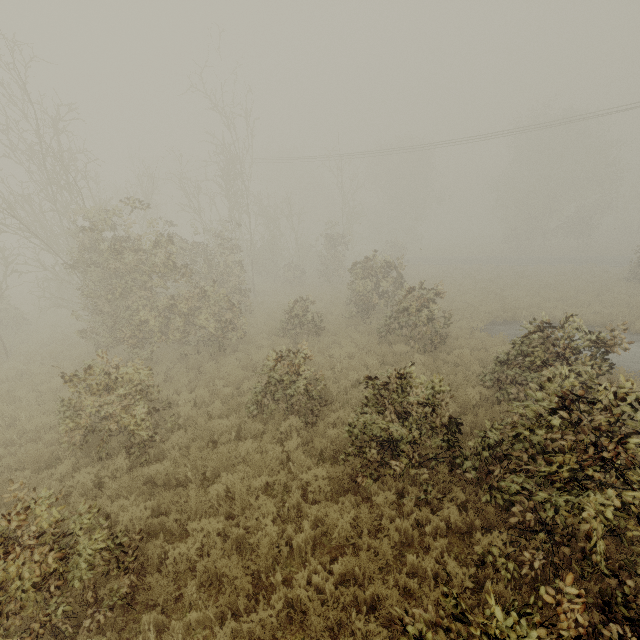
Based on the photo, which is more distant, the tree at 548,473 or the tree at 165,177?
the tree at 165,177

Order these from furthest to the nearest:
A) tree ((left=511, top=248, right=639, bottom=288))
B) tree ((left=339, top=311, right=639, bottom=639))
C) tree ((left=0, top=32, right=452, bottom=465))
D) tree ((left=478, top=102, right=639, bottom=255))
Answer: tree ((left=478, top=102, right=639, bottom=255)) → tree ((left=511, top=248, right=639, bottom=288)) → tree ((left=0, top=32, right=452, bottom=465)) → tree ((left=339, top=311, right=639, bottom=639))

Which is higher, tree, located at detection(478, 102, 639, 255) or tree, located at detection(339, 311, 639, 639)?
tree, located at detection(478, 102, 639, 255)

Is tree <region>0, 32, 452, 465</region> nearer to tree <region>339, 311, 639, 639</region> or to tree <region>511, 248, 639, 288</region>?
tree <region>511, 248, 639, 288</region>

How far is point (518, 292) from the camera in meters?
20.6

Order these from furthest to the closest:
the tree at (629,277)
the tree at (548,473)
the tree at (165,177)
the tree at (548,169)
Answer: the tree at (548,169), the tree at (629,277), the tree at (165,177), the tree at (548,473)

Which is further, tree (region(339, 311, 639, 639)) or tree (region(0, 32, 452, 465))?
tree (region(0, 32, 452, 465))
